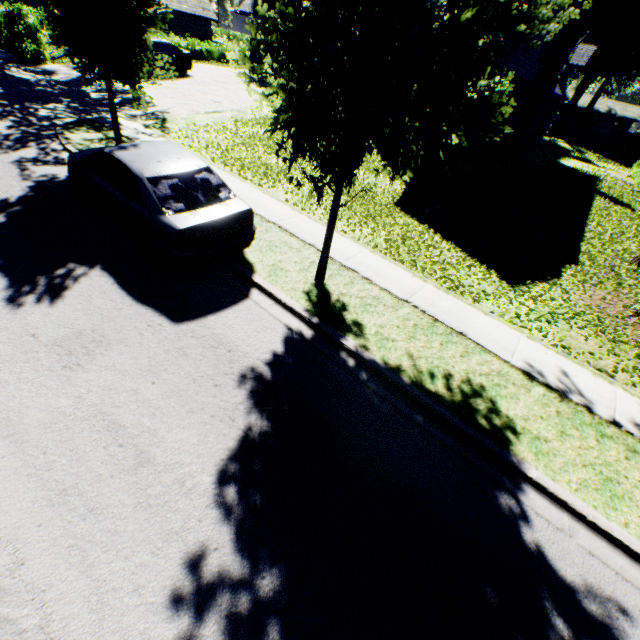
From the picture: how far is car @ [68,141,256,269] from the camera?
5.5m

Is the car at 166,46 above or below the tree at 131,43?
below

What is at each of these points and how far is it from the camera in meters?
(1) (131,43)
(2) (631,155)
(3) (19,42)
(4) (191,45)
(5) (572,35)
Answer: (1) tree, 7.4 m
(2) hedge, 29.7 m
(3) hedge, 16.3 m
(4) hedge, 29.6 m
(5) chimney, 17.6 m

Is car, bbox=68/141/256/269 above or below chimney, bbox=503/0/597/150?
below

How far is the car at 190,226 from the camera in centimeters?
548cm

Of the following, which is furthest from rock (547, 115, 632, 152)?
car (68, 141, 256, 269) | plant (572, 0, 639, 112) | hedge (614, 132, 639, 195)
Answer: car (68, 141, 256, 269)

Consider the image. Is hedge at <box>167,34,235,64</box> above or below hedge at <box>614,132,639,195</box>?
below

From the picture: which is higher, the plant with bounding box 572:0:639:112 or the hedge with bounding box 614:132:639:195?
the plant with bounding box 572:0:639:112
